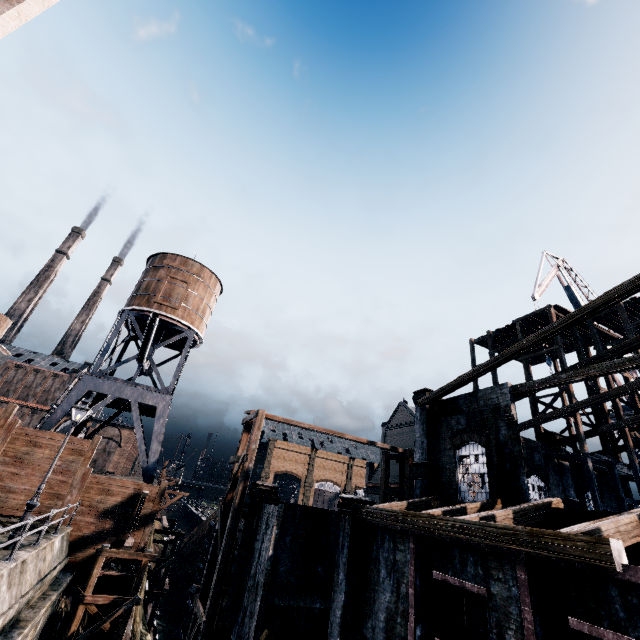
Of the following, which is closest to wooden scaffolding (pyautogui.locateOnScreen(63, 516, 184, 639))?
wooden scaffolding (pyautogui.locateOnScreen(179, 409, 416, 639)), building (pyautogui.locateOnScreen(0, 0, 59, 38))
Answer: wooden scaffolding (pyautogui.locateOnScreen(179, 409, 416, 639))

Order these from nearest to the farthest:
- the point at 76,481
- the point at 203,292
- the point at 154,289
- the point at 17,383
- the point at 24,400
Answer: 1. the point at 76,481
2. the point at 154,289
3. the point at 203,292
4. the point at 24,400
5. the point at 17,383

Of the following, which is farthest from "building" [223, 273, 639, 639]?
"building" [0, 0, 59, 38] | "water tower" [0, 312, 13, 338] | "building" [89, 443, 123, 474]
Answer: "water tower" [0, 312, 13, 338]

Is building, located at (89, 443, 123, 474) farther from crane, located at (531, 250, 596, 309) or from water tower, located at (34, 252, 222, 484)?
crane, located at (531, 250, 596, 309)

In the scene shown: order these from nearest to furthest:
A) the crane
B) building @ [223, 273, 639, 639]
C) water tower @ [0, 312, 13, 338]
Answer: building @ [223, 273, 639, 639] < the crane < water tower @ [0, 312, 13, 338]

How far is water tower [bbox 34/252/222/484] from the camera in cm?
2475

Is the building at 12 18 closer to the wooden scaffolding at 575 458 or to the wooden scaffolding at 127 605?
the wooden scaffolding at 127 605

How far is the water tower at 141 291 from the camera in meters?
24.8
